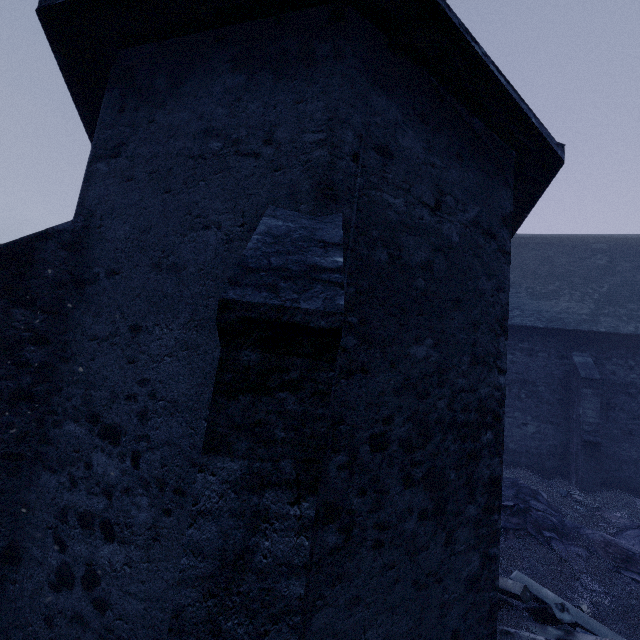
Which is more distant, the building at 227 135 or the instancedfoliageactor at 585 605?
the instancedfoliageactor at 585 605

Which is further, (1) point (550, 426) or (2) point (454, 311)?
(1) point (550, 426)

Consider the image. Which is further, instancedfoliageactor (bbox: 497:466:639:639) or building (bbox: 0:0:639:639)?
instancedfoliageactor (bbox: 497:466:639:639)

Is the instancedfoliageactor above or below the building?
below

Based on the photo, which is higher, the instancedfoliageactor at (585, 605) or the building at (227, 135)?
the building at (227, 135)
